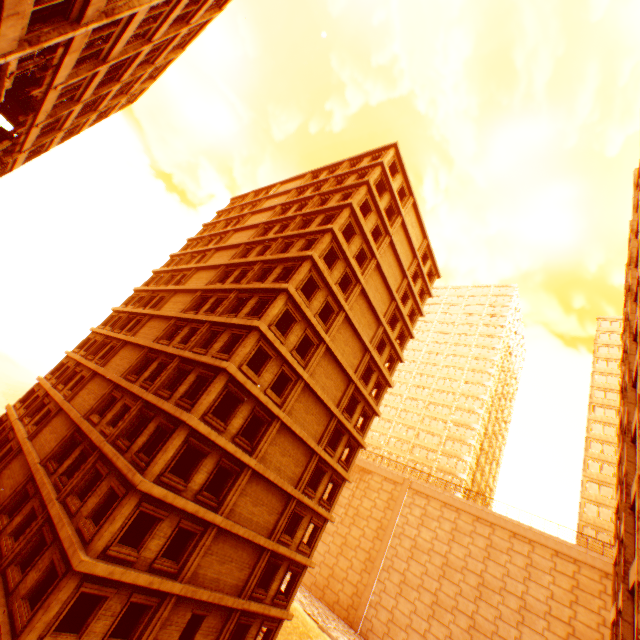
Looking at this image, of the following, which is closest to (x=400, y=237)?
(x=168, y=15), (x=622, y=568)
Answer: (x=168, y=15)

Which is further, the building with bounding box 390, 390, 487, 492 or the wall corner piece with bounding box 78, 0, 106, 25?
the building with bounding box 390, 390, 487, 492

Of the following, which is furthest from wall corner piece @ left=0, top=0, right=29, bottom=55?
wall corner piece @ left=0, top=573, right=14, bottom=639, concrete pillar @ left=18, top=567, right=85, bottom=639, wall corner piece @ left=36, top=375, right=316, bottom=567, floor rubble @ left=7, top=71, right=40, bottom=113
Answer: wall corner piece @ left=0, top=573, right=14, bottom=639

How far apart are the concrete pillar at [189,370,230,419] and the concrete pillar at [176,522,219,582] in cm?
559

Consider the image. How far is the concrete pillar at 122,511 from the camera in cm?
1281

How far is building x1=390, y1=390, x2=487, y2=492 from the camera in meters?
53.8 m

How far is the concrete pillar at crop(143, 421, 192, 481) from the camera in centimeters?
1428cm

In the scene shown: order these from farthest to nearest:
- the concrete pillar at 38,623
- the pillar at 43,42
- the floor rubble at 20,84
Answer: the floor rubble at 20,84
the concrete pillar at 38,623
the pillar at 43,42
